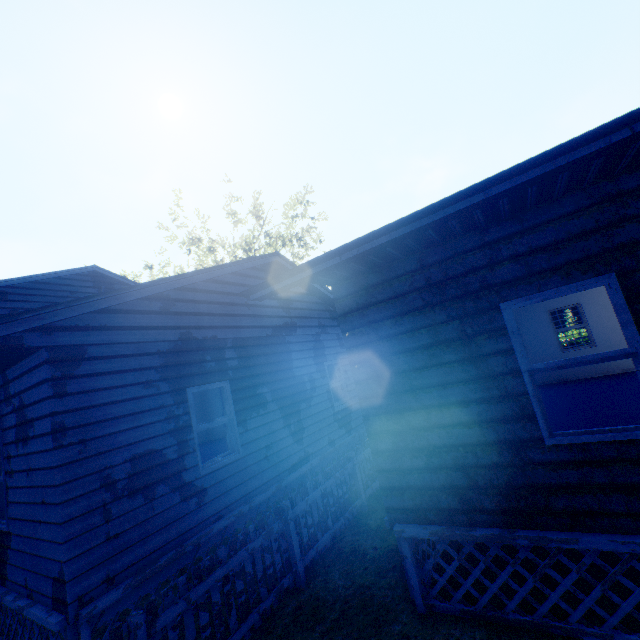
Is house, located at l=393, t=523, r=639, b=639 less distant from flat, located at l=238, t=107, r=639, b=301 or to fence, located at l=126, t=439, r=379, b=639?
fence, located at l=126, t=439, r=379, b=639

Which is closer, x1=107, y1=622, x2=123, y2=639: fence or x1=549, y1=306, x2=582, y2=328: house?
x1=107, y1=622, x2=123, y2=639: fence

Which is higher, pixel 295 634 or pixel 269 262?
pixel 269 262

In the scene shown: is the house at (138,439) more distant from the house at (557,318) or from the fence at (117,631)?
the house at (557,318)

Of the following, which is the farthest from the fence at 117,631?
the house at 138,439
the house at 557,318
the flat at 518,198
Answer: the house at 557,318

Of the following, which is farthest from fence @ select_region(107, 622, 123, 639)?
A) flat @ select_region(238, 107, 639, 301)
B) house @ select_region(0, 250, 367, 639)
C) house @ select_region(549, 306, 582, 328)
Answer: house @ select_region(549, 306, 582, 328)

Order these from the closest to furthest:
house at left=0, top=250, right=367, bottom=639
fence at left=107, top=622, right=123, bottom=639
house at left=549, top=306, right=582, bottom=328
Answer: fence at left=107, top=622, right=123, bottom=639, house at left=0, top=250, right=367, bottom=639, house at left=549, top=306, right=582, bottom=328

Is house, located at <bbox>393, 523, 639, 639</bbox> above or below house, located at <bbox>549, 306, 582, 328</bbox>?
below
